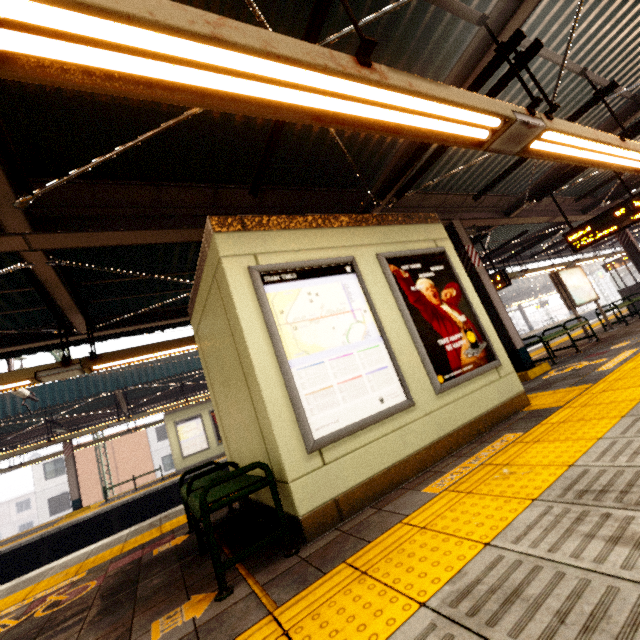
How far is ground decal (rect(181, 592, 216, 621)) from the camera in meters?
2.0

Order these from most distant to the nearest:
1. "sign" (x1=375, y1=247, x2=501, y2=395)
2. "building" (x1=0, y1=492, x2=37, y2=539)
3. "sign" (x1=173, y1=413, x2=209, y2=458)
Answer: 1. "building" (x1=0, y1=492, x2=37, y2=539)
2. "sign" (x1=173, y1=413, x2=209, y2=458)
3. "sign" (x1=375, y1=247, x2=501, y2=395)

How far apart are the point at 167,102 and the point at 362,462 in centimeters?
301cm

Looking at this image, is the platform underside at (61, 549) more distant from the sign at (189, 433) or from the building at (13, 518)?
the building at (13, 518)

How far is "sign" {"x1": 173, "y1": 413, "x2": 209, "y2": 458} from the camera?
15.41m

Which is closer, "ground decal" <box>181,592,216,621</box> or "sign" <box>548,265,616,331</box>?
"ground decal" <box>181,592,216,621</box>

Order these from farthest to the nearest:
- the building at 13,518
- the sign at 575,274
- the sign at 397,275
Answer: the building at 13,518
the sign at 575,274
the sign at 397,275

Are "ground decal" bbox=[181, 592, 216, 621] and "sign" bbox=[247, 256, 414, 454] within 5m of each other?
yes
